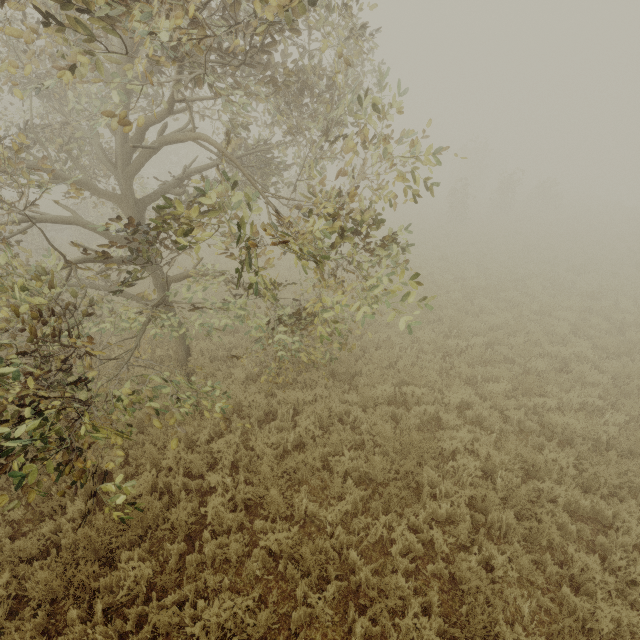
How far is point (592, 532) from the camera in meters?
5.4

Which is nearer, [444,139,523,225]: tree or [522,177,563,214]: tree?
[444,139,523,225]: tree

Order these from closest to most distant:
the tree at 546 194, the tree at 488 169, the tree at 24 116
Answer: the tree at 24 116
the tree at 488 169
the tree at 546 194

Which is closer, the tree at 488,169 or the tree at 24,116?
the tree at 24,116

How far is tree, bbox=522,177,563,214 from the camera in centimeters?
3017cm

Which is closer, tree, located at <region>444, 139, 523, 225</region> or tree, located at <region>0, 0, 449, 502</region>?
tree, located at <region>0, 0, 449, 502</region>

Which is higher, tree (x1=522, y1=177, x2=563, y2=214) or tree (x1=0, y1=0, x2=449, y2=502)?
tree (x1=0, y1=0, x2=449, y2=502)
